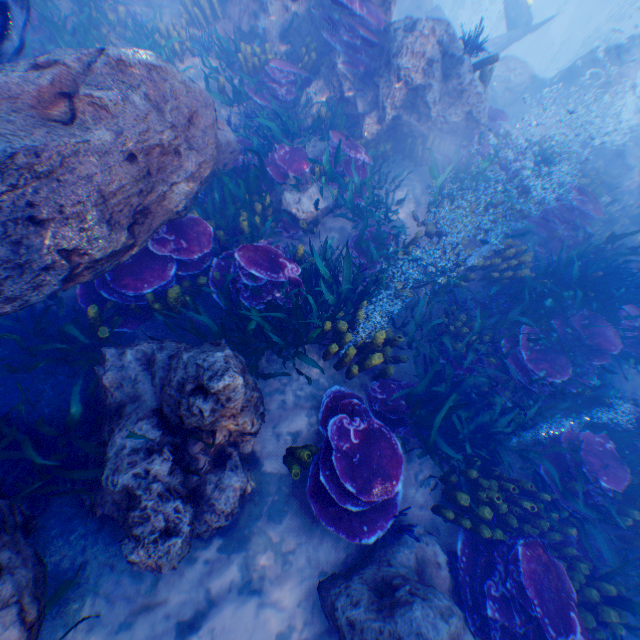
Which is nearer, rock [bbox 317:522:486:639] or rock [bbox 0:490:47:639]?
rock [bbox 0:490:47:639]

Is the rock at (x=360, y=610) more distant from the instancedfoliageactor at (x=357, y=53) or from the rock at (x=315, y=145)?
the rock at (x=315, y=145)

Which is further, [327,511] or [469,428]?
[469,428]

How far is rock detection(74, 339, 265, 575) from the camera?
2.9 meters

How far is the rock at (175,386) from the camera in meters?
2.9

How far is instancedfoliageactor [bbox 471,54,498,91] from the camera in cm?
665

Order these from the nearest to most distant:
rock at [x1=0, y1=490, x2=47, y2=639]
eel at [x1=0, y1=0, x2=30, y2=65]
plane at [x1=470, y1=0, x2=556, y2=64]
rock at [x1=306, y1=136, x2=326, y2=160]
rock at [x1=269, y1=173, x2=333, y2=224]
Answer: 1. rock at [x1=0, y1=490, x2=47, y2=639]
2. eel at [x1=0, y1=0, x2=30, y2=65]
3. rock at [x1=269, y1=173, x2=333, y2=224]
4. rock at [x1=306, y1=136, x2=326, y2=160]
5. plane at [x1=470, y1=0, x2=556, y2=64]
